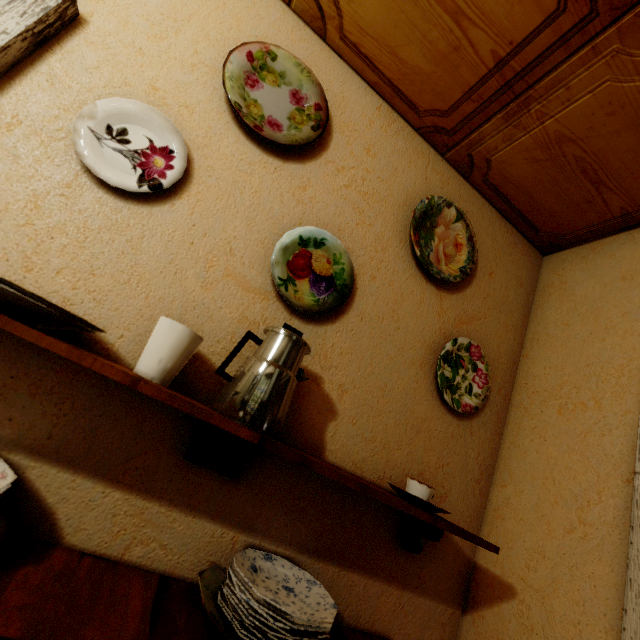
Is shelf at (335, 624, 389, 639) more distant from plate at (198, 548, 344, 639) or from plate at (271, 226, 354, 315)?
plate at (271, 226, 354, 315)

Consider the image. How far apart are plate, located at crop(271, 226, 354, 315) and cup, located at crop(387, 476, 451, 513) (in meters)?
0.59

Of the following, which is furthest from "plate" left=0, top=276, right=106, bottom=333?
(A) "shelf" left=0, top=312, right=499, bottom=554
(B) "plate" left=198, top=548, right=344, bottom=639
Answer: (B) "plate" left=198, top=548, right=344, bottom=639

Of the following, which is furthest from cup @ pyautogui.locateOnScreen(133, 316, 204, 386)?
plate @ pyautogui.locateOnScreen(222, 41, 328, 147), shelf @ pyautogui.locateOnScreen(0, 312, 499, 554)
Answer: plate @ pyautogui.locateOnScreen(222, 41, 328, 147)

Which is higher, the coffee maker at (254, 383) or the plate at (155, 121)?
the plate at (155, 121)

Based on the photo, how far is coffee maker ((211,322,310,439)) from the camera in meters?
0.7 m

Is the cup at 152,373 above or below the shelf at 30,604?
above

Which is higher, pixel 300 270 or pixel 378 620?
pixel 300 270
